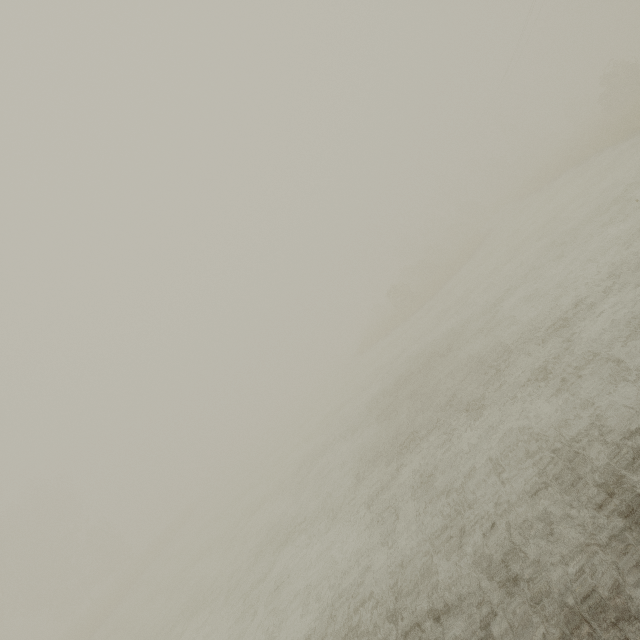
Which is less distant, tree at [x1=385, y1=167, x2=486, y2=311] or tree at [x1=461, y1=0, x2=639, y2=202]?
tree at [x1=461, y1=0, x2=639, y2=202]

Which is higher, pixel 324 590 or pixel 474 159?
pixel 474 159

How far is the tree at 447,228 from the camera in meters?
31.4

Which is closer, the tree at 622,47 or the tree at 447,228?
the tree at 622,47

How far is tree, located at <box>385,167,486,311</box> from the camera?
31.4m
